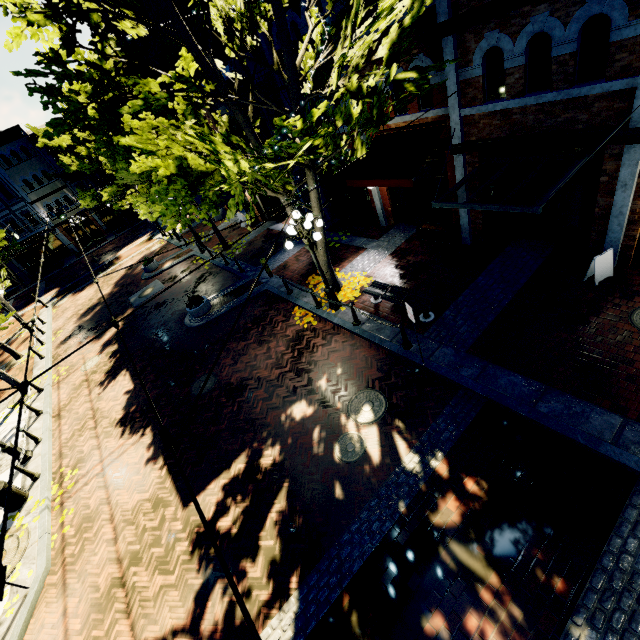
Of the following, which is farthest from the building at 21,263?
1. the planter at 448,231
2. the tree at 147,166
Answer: the planter at 448,231

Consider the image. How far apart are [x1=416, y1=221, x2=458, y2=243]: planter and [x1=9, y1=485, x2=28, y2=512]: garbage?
15.7 meters

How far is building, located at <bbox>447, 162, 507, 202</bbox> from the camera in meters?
9.4 m

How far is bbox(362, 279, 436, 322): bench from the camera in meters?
9.1 m

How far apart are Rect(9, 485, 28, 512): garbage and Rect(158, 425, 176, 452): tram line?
11.1m

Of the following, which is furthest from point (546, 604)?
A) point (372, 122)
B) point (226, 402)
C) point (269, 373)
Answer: point (372, 122)

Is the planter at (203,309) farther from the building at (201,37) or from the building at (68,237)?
the building at (68,237)

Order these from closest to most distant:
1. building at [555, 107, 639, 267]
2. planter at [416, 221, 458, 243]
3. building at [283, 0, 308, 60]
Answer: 1. building at [555, 107, 639, 267]
2. building at [283, 0, 308, 60]
3. planter at [416, 221, 458, 243]
